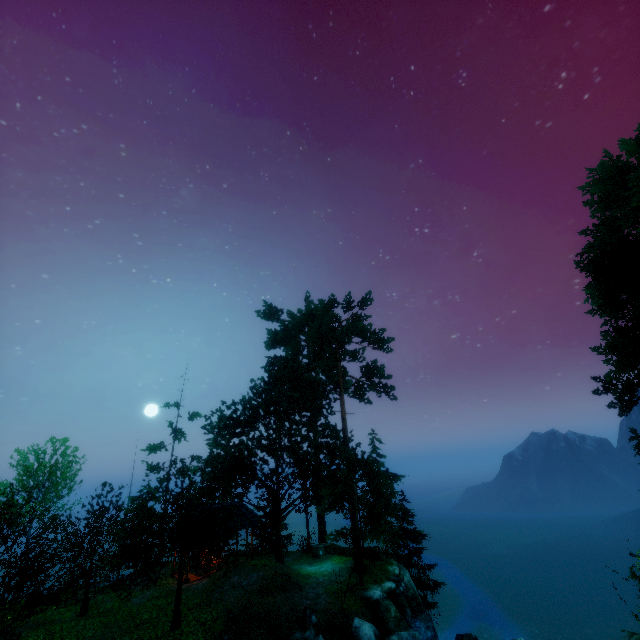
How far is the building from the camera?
23.8 meters

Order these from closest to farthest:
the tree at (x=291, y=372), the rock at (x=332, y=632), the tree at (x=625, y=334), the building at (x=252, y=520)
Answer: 1. the rock at (x=332, y=632)
2. the tree at (x=291, y=372)
3. the tree at (x=625, y=334)
4. the building at (x=252, y=520)

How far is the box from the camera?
25.84m

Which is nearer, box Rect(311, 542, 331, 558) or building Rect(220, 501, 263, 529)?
building Rect(220, 501, 263, 529)

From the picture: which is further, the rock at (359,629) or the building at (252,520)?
the building at (252,520)

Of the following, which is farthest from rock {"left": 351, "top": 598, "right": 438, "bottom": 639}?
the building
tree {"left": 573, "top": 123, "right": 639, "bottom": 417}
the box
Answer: the building

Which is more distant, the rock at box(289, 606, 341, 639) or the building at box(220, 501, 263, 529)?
the building at box(220, 501, 263, 529)

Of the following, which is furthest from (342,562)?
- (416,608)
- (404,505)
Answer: (404,505)
